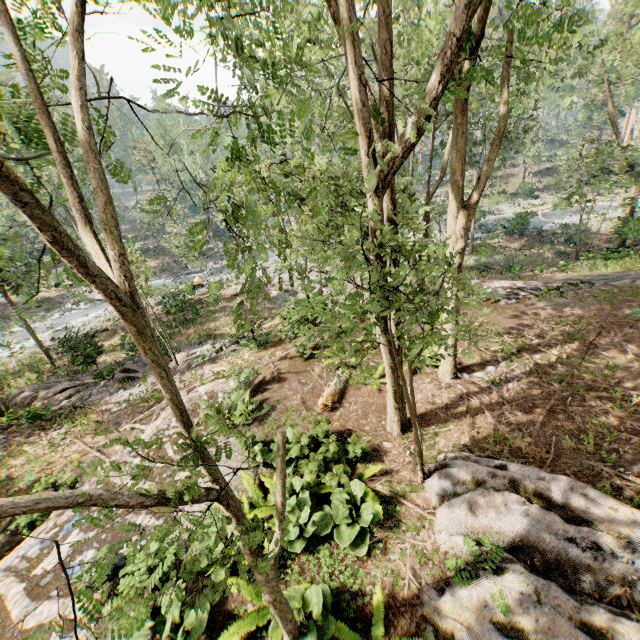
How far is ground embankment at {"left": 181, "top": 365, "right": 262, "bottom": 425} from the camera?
9.88m

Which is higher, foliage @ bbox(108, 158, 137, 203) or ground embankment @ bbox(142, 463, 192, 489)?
foliage @ bbox(108, 158, 137, 203)

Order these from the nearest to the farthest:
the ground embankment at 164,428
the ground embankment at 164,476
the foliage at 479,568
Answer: the foliage at 479,568 → the ground embankment at 164,476 → the ground embankment at 164,428

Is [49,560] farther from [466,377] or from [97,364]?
[97,364]

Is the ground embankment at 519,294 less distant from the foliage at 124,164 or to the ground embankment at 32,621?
the foliage at 124,164

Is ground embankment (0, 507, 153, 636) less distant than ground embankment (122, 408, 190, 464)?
Yes

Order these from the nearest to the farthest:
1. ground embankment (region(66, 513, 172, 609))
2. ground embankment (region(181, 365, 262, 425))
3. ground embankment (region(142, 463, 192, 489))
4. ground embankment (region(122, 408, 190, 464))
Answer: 1. ground embankment (region(66, 513, 172, 609))
2. ground embankment (region(142, 463, 192, 489))
3. ground embankment (region(122, 408, 190, 464))
4. ground embankment (region(181, 365, 262, 425))
